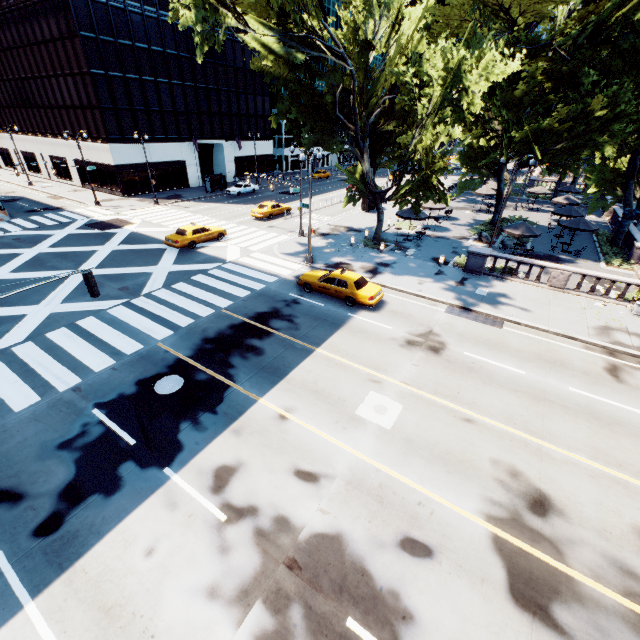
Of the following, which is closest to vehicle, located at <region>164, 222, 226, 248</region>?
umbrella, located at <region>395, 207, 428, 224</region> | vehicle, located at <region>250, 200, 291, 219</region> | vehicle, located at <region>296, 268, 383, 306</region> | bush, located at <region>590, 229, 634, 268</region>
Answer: vehicle, located at <region>250, 200, 291, 219</region>

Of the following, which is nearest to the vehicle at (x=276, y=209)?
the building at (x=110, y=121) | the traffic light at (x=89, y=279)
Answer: the building at (x=110, y=121)

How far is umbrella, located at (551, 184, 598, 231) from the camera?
26.0m

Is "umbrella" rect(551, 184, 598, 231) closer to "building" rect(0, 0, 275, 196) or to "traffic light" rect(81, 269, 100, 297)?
"traffic light" rect(81, 269, 100, 297)

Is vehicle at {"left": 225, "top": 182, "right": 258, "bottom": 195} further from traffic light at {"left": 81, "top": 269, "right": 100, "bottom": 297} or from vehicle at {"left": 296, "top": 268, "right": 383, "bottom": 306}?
traffic light at {"left": 81, "top": 269, "right": 100, "bottom": 297}

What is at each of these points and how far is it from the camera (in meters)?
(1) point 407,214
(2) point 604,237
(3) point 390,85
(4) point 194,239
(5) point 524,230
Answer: (1) umbrella, 27.64
(2) bush, 30.47
(3) tree, 22.08
(4) vehicle, 25.59
(5) umbrella, 24.02

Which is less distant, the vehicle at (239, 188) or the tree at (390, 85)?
the tree at (390, 85)

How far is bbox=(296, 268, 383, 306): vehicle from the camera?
17.8 meters
